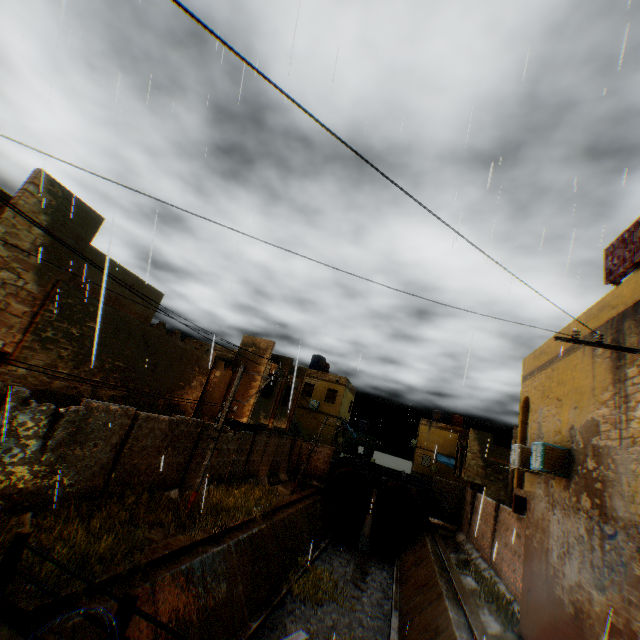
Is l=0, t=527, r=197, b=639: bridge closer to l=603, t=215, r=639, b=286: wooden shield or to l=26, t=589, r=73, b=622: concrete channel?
l=26, t=589, r=73, b=622: concrete channel

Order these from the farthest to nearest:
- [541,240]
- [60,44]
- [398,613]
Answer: [398,613]
[541,240]
[60,44]

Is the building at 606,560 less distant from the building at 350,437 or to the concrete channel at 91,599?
the concrete channel at 91,599

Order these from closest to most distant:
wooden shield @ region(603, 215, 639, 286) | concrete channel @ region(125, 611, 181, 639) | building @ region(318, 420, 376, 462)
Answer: concrete channel @ region(125, 611, 181, 639)
wooden shield @ region(603, 215, 639, 286)
building @ region(318, 420, 376, 462)

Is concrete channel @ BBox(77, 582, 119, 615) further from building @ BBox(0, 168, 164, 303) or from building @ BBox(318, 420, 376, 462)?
building @ BBox(318, 420, 376, 462)

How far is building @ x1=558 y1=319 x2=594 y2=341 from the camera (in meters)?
9.39

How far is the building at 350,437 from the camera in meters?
31.5 m

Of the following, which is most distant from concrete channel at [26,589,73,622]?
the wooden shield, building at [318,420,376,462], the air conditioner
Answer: building at [318,420,376,462]
